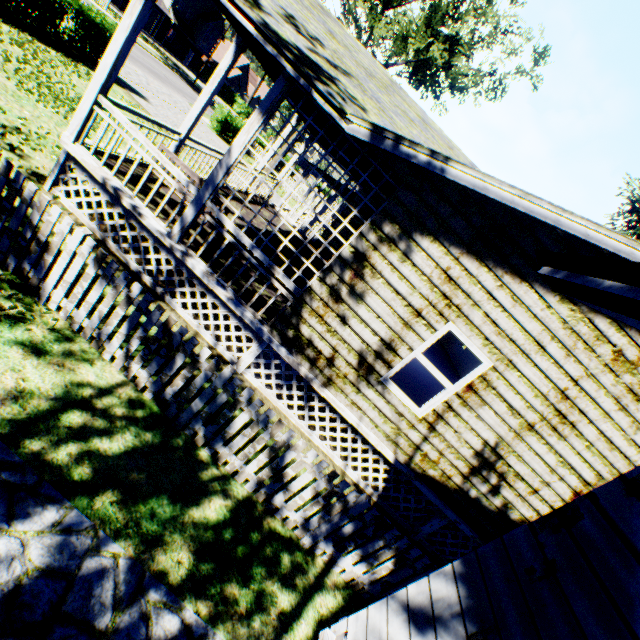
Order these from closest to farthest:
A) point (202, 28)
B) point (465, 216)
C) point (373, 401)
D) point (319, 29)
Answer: point (465, 216) → point (373, 401) → point (319, 29) → point (202, 28)

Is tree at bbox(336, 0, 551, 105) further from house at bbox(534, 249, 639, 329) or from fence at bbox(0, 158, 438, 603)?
house at bbox(534, 249, 639, 329)

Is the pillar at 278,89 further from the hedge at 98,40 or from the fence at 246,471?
the hedge at 98,40

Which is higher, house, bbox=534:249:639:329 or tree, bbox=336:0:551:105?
tree, bbox=336:0:551:105

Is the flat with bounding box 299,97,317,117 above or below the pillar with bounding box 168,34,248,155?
above

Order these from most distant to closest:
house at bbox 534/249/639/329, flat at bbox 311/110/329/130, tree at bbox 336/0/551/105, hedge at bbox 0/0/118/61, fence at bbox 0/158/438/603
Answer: tree at bbox 336/0/551/105
hedge at bbox 0/0/118/61
flat at bbox 311/110/329/130
fence at bbox 0/158/438/603
house at bbox 534/249/639/329

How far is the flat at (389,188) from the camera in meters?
6.1 m

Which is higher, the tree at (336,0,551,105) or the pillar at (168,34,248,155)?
the tree at (336,0,551,105)
